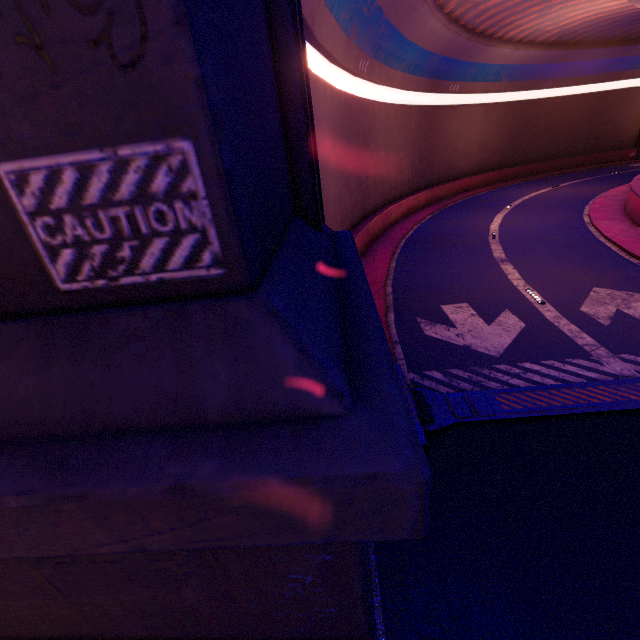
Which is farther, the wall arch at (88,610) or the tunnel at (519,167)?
the tunnel at (519,167)

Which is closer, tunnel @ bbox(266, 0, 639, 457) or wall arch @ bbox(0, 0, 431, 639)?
wall arch @ bbox(0, 0, 431, 639)

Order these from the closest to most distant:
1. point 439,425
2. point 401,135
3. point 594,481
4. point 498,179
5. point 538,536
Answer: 1. point 538,536
2. point 594,481
3. point 439,425
4. point 401,135
5. point 498,179
